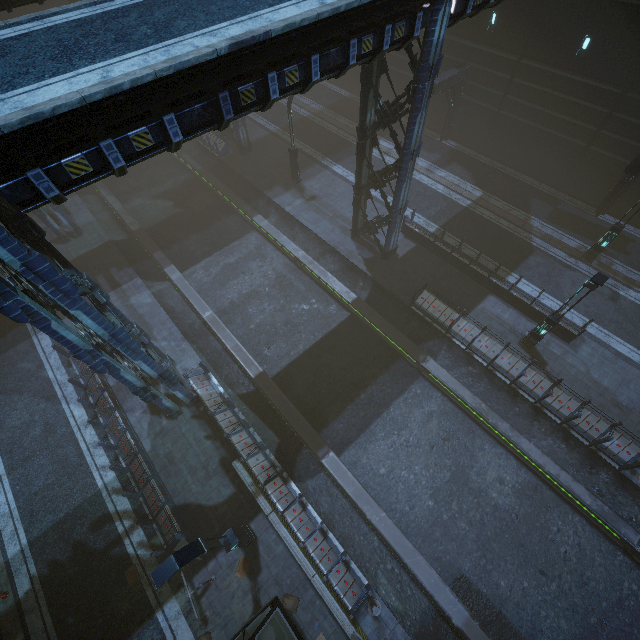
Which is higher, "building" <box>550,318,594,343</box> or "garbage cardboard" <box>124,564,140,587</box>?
"building" <box>550,318,594,343</box>

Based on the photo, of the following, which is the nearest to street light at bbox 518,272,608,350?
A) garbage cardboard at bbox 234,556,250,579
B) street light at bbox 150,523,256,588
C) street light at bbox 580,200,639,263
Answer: street light at bbox 580,200,639,263

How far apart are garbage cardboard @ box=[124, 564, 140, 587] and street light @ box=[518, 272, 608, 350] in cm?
1866

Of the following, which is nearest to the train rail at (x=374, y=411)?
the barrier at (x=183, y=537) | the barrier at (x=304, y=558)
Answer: the barrier at (x=304, y=558)

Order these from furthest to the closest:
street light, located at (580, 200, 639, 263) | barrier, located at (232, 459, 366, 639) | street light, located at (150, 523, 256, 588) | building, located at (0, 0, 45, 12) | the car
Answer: street light, located at (580, 200, 639, 263)
building, located at (0, 0, 45, 12)
barrier, located at (232, 459, 366, 639)
the car
street light, located at (150, 523, 256, 588)

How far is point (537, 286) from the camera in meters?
17.6

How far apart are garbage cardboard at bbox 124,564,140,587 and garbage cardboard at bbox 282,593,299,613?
5.1 meters

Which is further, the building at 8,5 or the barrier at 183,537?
the building at 8,5
